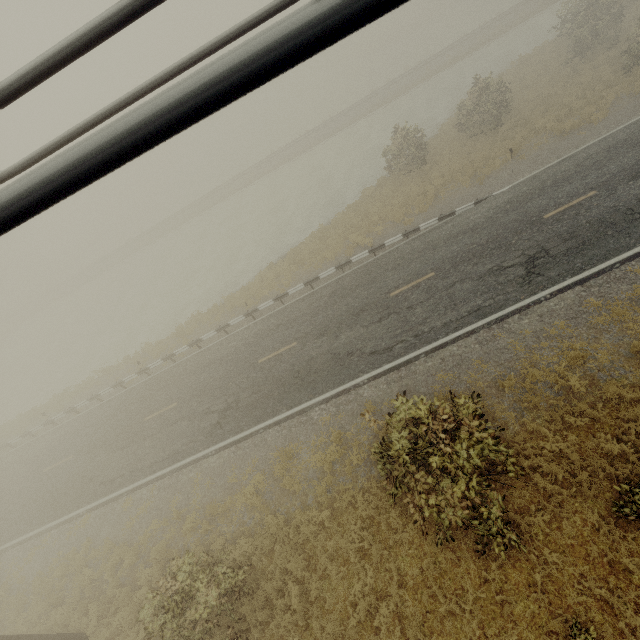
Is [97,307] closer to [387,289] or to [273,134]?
[387,289]

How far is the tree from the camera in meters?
0.7

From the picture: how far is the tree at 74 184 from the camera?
0.72m
